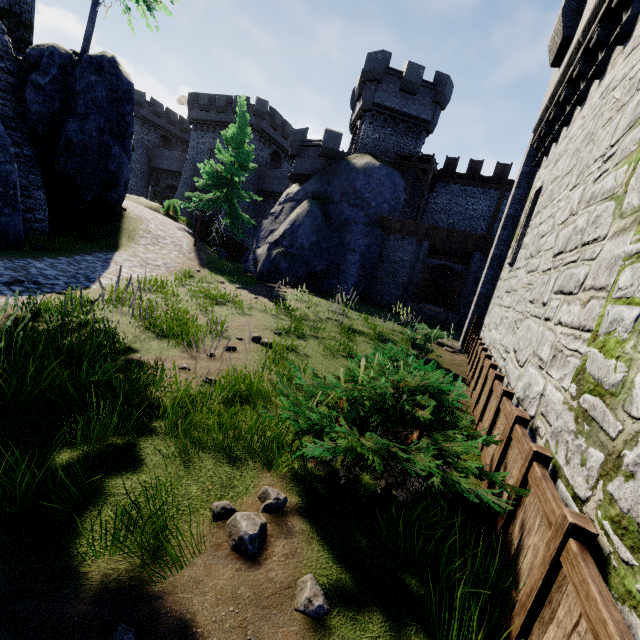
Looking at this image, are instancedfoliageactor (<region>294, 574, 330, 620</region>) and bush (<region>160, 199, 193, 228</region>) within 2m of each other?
no

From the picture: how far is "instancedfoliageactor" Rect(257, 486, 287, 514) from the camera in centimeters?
297cm

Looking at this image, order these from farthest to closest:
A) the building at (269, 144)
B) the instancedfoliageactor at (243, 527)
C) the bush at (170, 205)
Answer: the building at (269, 144)
the bush at (170, 205)
the instancedfoliageactor at (243, 527)

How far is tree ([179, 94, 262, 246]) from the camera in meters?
22.9 m

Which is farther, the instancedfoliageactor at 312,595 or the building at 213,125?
the building at 213,125

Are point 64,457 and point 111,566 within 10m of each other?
yes

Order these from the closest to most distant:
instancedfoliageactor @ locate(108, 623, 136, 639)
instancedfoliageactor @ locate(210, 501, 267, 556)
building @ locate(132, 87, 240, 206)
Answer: instancedfoliageactor @ locate(108, 623, 136, 639)
instancedfoliageactor @ locate(210, 501, 267, 556)
building @ locate(132, 87, 240, 206)

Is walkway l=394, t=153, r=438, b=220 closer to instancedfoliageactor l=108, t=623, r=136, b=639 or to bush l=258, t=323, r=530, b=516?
bush l=258, t=323, r=530, b=516
